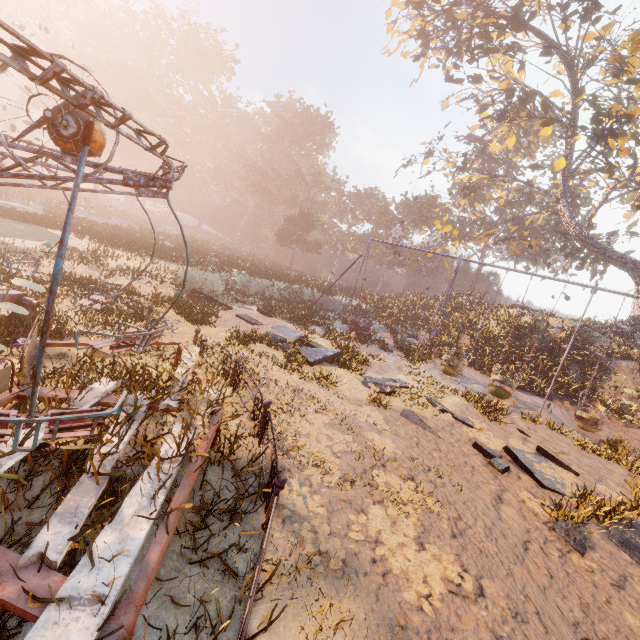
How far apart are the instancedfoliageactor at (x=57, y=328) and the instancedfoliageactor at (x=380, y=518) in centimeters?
764cm

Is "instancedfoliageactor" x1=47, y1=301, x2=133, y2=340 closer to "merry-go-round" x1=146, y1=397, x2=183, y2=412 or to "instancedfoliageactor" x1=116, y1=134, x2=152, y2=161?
"merry-go-round" x1=146, y1=397, x2=183, y2=412

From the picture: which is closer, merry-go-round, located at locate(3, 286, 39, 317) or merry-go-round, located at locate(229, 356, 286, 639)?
merry-go-round, located at locate(229, 356, 286, 639)

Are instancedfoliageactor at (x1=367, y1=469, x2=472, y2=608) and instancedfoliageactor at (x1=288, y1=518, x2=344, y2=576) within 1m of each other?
yes

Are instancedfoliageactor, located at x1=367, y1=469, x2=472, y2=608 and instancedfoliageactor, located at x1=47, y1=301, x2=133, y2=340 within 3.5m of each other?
no

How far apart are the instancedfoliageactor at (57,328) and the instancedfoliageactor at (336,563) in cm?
659

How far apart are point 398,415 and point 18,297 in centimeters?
1024cm

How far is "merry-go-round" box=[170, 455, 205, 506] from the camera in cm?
328
